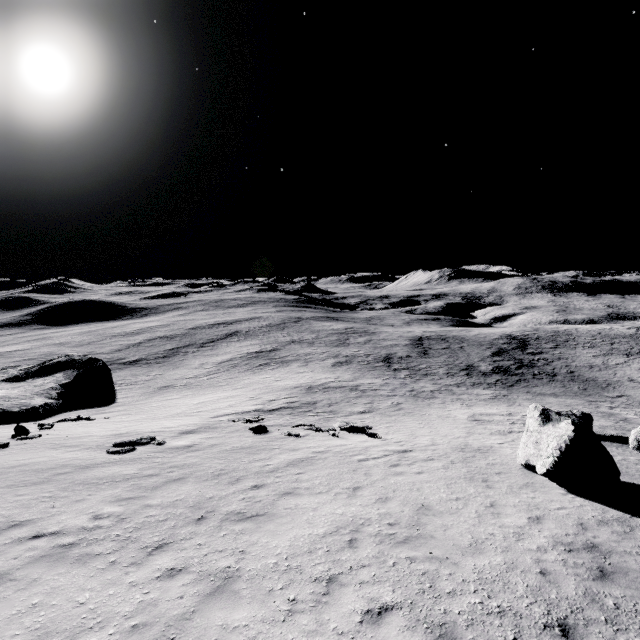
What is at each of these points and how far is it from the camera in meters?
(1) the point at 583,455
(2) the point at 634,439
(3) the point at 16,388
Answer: (1) stone, 10.6
(2) stone, 14.5
(3) stone, 34.6

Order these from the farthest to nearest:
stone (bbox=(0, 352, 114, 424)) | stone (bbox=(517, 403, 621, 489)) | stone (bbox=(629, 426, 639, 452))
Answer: stone (bbox=(0, 352, 114, 424)) → stone (bbox=(629, 426, 639, 452)) → stone (bbox=(517, 403, 621, 489))

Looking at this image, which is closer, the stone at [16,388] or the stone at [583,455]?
the stone at [583,455]

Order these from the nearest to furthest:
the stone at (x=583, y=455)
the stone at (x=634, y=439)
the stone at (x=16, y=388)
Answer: the stone at (x=583, y=455)
the stone at (x=634, y=439)
the stone at (x=16, y=388)

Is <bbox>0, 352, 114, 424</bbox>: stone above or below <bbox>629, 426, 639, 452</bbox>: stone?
below

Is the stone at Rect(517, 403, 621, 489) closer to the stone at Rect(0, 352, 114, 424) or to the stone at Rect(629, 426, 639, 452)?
the stone at Rect(629, 426, 639, 452)

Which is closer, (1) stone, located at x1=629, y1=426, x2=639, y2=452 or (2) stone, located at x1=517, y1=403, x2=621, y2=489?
(2) stone, located at x1=517, y1=403, x2=621, y2=489

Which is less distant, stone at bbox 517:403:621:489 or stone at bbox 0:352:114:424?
stone at bbox 517:403:621:489
